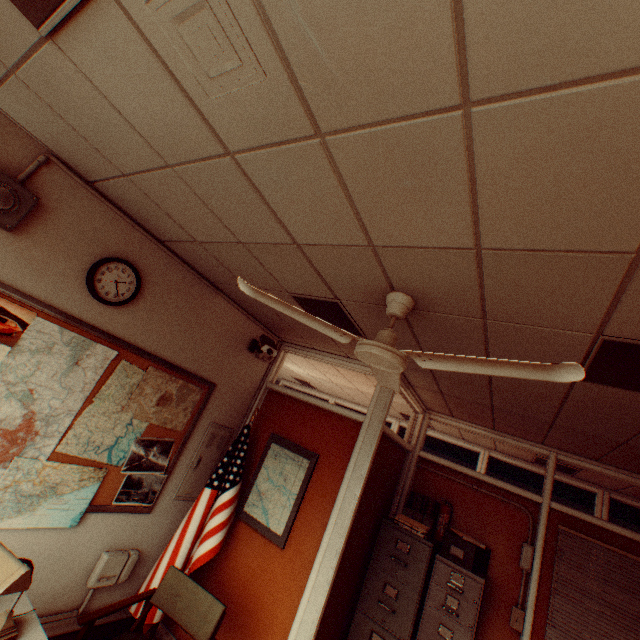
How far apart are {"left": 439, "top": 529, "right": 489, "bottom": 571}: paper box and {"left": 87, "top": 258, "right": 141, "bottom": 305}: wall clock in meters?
4.2 m

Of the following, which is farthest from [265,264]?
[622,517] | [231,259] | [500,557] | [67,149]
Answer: [622,517]

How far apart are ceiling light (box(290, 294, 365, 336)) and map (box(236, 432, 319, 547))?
1.48m

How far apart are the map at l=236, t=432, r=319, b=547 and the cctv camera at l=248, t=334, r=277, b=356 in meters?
1.0 m

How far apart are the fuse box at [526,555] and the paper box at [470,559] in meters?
0.6 m

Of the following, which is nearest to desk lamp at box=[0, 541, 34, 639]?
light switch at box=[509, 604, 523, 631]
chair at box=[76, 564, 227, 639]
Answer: chair at box=[76, 564, 227, 639]

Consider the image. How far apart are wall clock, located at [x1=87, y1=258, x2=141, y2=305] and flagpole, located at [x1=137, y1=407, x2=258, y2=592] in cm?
194

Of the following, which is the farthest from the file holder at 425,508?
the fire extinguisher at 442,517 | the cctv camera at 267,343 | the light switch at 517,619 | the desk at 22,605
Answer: the desk at 22,605
